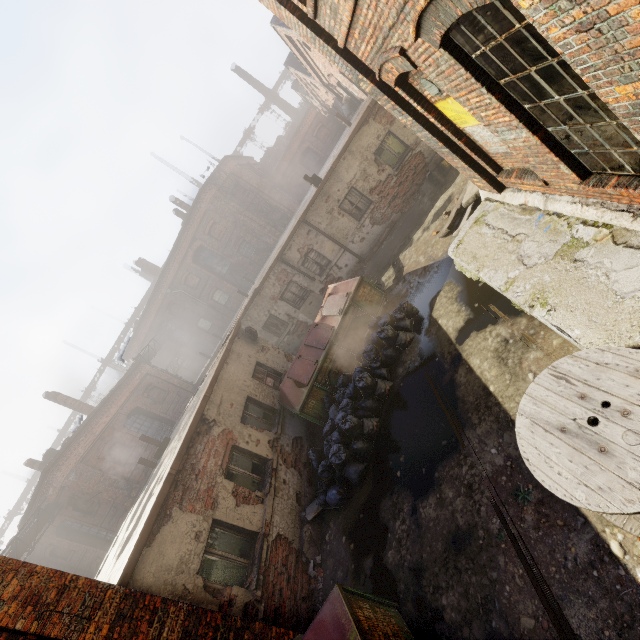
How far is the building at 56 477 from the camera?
15.62m

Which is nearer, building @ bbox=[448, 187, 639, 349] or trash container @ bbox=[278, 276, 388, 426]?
building @ bbox=[448, 187, 639, 349]

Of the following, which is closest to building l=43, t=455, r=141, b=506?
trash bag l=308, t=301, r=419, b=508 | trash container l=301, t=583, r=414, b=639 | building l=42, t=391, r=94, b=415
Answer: building l=42, t=391, r=94, b=415

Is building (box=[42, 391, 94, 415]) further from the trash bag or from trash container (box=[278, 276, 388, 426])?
the trash bag

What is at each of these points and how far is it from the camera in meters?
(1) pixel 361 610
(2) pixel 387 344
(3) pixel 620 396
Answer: (1) trash container, 4.0 m
(2) trash bag, 8.4 m
(3) spool, 2.9 m

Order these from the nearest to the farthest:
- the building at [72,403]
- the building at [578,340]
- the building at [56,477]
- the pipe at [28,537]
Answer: the building at [578,340]
the pipe at [28,537]
the building at [56,477]
the building at [72,403]

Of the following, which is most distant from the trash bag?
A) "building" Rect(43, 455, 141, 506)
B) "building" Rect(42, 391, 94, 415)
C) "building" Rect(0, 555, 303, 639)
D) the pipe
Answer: "building" Rect(42, 391, 94, 415)

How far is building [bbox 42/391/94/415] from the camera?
20.3m
